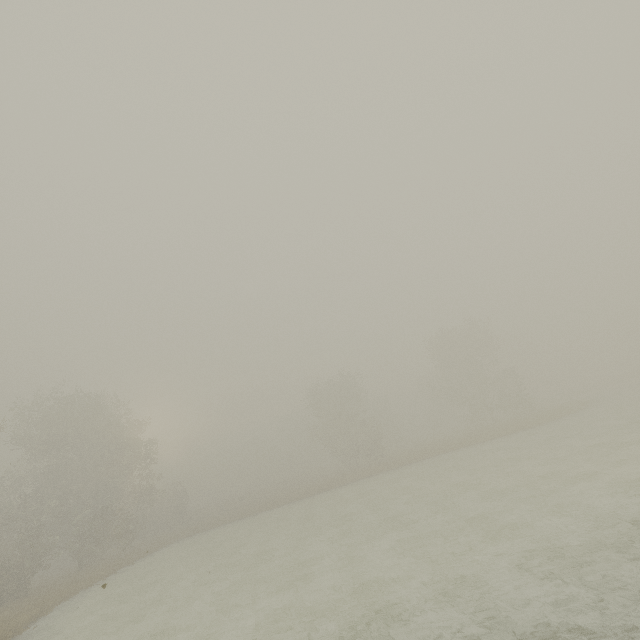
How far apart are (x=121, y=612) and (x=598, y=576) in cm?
Answer: 2032
